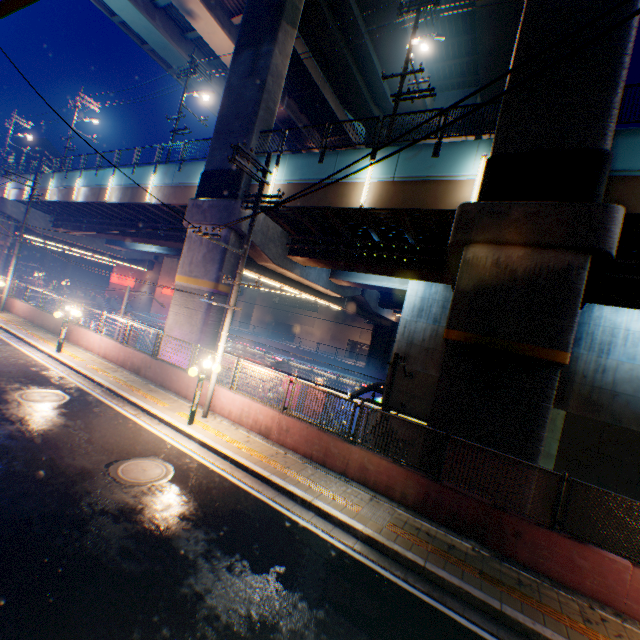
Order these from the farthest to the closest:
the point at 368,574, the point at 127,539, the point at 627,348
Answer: the point at 627,348 → the point at 368,574 → the point at 127,539

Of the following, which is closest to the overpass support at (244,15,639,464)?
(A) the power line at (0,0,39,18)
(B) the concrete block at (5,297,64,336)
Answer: (B) the concrete block at (5,297,64,336)

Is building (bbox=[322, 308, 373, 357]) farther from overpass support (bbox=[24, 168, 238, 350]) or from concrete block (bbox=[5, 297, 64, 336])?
concrete block (bbox=[5, 297, 64, 336])

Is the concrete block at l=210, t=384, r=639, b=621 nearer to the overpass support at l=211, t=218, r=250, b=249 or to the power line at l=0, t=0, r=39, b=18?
the overpass support at l=211, t=218, r=250, b=249

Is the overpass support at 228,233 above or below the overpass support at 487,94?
below

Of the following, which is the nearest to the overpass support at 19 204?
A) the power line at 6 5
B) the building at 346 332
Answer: the building at 346 332

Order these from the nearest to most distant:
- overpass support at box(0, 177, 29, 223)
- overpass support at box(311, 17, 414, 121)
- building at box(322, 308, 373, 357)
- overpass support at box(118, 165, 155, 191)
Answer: overpass support at box(118, 165, 155, 191)
overpass support at box(311, 17, 414, 121)
overpass support at box(0, 177, 29, 223)
building at box(322, 308, 373, 357)

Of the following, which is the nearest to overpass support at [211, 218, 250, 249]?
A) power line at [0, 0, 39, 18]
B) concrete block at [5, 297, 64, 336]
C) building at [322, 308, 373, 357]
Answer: concrete block at [5, 297, 64, 336]
